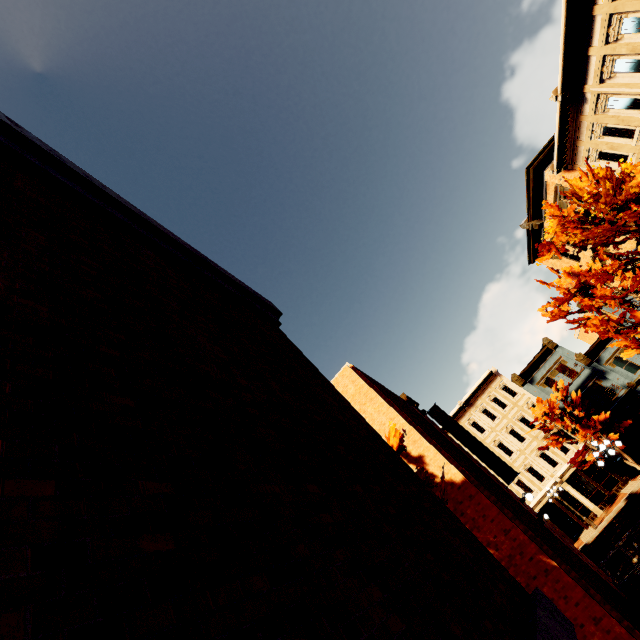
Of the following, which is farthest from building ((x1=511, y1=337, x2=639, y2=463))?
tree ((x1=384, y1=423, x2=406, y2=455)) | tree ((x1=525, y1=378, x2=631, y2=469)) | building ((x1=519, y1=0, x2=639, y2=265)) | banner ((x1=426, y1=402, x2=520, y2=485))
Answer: tree ((x1=384, y1=423, x2=406, y2=455))

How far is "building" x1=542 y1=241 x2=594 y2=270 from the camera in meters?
24.3 m

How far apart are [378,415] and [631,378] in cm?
3014

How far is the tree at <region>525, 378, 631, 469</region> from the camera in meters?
26.2 m

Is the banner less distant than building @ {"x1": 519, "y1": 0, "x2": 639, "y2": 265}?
No

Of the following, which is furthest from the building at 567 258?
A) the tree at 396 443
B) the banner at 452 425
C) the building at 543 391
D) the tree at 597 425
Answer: the tree at 396 443

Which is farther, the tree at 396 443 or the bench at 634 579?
the bench at 634 579
